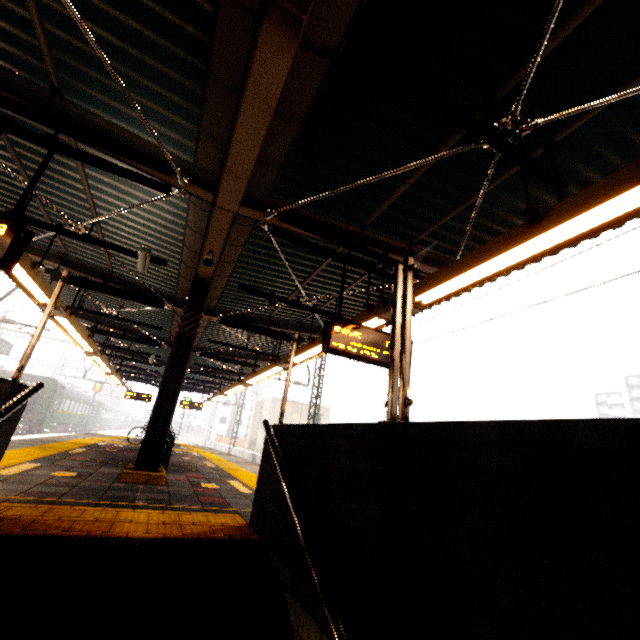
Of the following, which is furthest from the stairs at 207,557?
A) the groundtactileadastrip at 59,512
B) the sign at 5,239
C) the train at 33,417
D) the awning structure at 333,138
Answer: the train at 33,417

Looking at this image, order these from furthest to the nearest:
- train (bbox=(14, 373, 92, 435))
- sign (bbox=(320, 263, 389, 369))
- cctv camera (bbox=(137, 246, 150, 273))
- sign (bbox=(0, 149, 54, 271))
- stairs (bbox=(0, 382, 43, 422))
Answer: train (bbox=(14, 373, 92, 435)) → cctv camera (bbox=(137, 246, 150, 273)) → sign (bbox=(320, 263, 389, 369)) → sign (bbox=(0, 149, 54, 271)) → stairs (bbox=(0, 382, 43, 422))

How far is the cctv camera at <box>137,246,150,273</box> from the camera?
5.6m

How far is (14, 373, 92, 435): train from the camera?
23.1 meters

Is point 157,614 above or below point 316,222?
below

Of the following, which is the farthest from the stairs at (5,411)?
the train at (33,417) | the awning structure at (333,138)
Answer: the train at (33,417)

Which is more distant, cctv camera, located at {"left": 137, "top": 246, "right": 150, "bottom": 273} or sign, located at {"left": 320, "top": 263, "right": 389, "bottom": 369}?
cctv camera, located at {"left": 137, "top": 246, "right": 150, "bottom": 273}

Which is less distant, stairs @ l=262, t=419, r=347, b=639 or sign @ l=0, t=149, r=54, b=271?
stairs @ l=262, t=419, r=347, b=639
